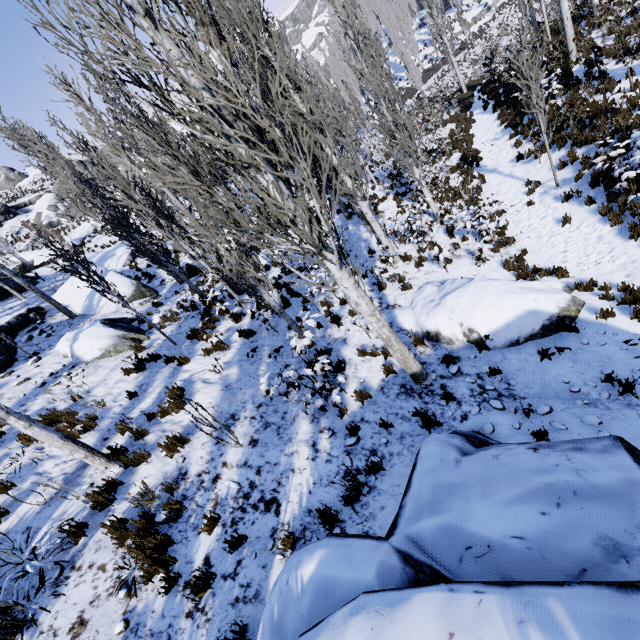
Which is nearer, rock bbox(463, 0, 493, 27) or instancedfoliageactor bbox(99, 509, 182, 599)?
instancedfoliageactor bbox(99, 509, 182, 599)

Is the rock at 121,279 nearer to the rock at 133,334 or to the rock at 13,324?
the rock at 13,324

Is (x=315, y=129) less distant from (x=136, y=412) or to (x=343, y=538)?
(x=136, y=412)

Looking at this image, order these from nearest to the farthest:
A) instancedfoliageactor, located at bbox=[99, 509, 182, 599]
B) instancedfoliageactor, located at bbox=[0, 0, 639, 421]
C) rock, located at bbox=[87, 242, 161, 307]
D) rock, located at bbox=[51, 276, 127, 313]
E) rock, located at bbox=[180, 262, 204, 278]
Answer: instancedfoliageactor, located at bbox=[0, 0, 639, 421], instancedfoliageactor, located at bbox=[99, 509, 182, 599], rock, located at bbox=[51, 276, 127, 313], rock, located at bbox=[87, 242, 161, 307], rock, located at bbox=[180, 262, 204, 278]

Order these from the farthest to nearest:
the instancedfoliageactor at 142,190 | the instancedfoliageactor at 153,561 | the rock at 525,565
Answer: the instancedfoliageactor at 153,561 < the instancedfoliageactor at 142,190 < the rock at 525,565

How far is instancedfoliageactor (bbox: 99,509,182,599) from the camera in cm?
432
